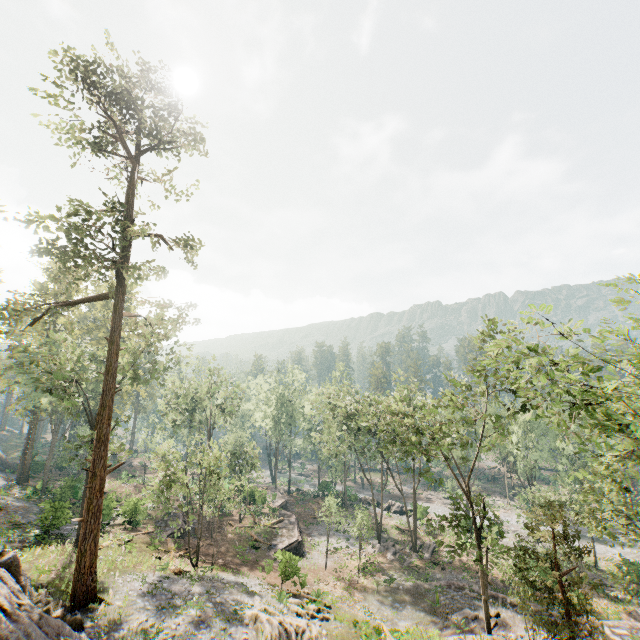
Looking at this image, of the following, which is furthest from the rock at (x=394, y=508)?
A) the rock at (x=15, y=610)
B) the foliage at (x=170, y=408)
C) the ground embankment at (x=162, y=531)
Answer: the rock at (x=15, y=610)

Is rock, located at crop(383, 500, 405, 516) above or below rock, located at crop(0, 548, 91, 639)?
below

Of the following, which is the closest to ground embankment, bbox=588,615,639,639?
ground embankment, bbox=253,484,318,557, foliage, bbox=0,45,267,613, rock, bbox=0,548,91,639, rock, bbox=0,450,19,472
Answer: foliage, bbox=0,45,267,613

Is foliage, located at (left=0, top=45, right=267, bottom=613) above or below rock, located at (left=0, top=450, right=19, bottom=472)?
above

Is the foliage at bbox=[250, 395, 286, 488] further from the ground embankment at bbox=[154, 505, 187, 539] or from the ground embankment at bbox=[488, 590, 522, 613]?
the ground embankment at bbox=[154, 505, 187, 539]

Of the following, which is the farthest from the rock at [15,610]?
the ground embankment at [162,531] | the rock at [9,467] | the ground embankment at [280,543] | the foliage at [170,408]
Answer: the rock at [9,467]

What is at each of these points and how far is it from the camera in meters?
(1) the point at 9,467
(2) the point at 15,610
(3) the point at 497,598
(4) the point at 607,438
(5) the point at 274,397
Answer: (1) rock, 49.9 m
(2) rock, 9.5 m
(3) ground embankment, 26.3 m
(4) foliage, 13.5 m
(5) foliage, 59.6 m

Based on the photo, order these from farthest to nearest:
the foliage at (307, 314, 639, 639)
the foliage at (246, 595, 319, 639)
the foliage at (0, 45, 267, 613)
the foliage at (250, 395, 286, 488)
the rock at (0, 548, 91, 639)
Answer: the foliage at (250, 395, 286, 488)
the foliage at (0, 45, 267, 613)
the foliage at (246, 595, 319, 639)
the foliage at (307, 314, 639, 639)
the rock at (0, 548, 91, 639)
